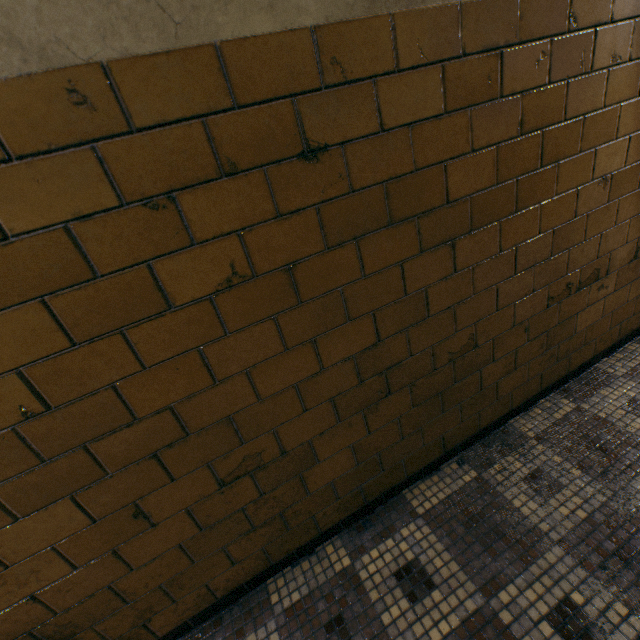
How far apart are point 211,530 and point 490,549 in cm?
122
